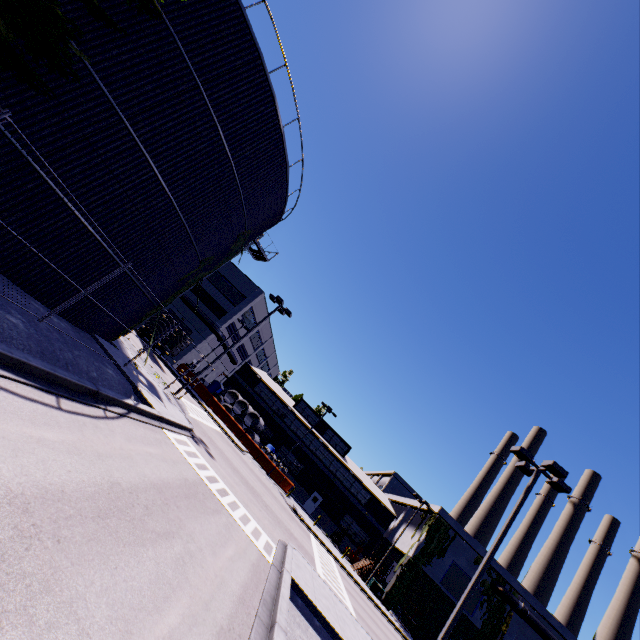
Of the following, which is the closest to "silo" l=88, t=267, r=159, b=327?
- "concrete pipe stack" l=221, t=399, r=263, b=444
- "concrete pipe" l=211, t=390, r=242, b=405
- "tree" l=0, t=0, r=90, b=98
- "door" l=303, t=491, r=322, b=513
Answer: "tree" l=0, t=0, r=90, b=98

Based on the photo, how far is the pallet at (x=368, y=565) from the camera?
33.0m

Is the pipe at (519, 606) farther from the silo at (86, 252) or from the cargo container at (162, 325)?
the cargo container at (162, 325)

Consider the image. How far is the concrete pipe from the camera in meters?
41.5

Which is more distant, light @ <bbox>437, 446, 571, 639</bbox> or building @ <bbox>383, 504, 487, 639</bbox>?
building @ <bbox>383, 504, 487, 639</bbox>

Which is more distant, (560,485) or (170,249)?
(170,249)

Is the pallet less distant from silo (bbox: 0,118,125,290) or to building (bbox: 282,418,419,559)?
building (bbox: 282,418,419,559)

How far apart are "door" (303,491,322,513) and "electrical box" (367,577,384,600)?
12.4m
